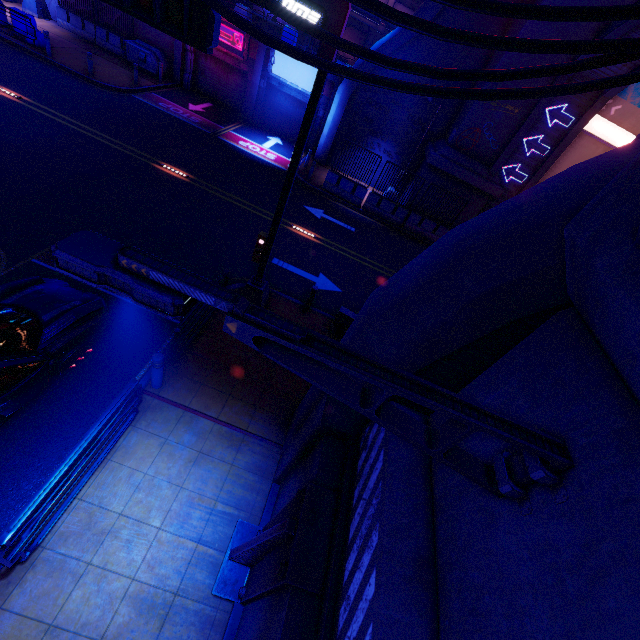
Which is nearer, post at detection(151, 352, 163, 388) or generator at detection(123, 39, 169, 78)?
post at detection(151, 352, 163, 388)

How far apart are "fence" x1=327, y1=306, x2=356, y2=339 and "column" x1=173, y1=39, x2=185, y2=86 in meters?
22.0 m

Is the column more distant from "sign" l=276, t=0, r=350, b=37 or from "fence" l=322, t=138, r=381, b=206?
"sign" l=276, t=0, r=350, b=37

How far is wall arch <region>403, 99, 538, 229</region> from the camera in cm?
1570

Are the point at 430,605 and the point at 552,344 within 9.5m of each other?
yes

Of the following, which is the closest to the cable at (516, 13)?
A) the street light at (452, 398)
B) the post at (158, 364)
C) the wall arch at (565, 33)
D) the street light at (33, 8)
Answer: the wall arch at (565, 33)

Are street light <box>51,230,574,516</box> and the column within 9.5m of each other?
no

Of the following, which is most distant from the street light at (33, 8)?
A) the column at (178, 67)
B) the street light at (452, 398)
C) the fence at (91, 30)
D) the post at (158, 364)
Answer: the street light at (452, 398)
